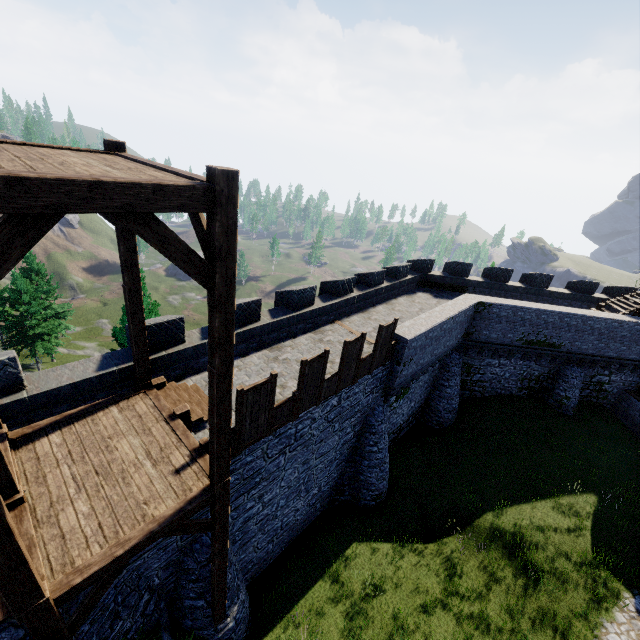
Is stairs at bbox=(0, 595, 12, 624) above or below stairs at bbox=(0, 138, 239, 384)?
below

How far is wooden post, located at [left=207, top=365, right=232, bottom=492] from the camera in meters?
5.4 m

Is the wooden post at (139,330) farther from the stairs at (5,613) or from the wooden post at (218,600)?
the wooden post at (218,600)

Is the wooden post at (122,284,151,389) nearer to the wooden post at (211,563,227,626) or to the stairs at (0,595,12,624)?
the stairs at (0,595,12,624)

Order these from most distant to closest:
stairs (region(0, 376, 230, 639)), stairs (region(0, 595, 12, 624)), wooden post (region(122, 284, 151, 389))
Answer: wooden post (region(122, 284, 151, 389))
stairs (region(0, 376, 230, 639))
stairs (region(0, 595, 12, 624))

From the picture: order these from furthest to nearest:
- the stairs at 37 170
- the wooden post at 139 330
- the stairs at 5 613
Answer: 1. the wooden post at 139 330
2. the stairs at 5 613
3. the stairs at 37 170

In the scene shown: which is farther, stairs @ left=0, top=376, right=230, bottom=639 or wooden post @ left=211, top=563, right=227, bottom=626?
wooden post @ left=211, top=563, right=227, bottom=626

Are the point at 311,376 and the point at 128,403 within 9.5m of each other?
yes
